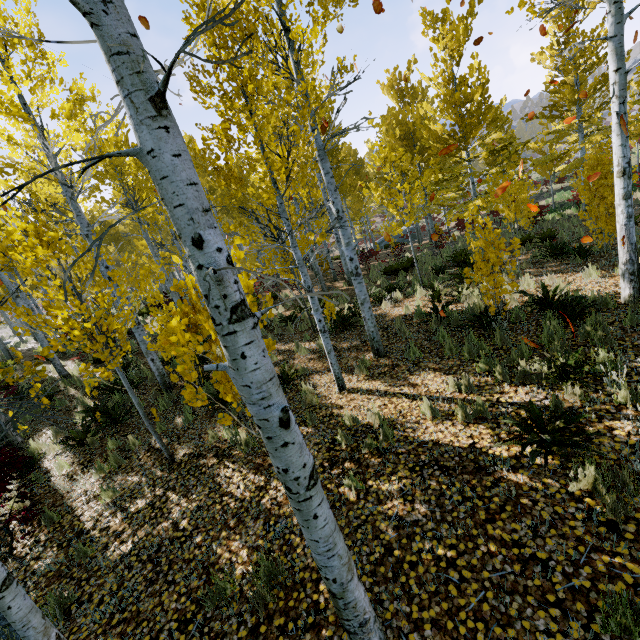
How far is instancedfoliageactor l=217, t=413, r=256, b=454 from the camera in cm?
323

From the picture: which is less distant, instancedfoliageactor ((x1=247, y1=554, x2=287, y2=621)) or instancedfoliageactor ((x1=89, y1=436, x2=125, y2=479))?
instancedfoliageactor ((x1=247, y1=554, x2=287, y2=621))

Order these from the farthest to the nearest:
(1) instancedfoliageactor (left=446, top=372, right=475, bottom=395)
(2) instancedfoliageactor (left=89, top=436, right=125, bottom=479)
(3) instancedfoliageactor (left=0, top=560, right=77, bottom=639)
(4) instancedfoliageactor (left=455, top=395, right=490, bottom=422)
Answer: (2) instancedfoliageactor (left=89, top=436, right=125, bottom=479) < (1) instancedfoliageactor (left=446, top=372, right=475, bottom=395) < (4) instancedfoliageactor (left=455, top=395, right=490, bottom=422) < (3) instancedfoliageactor (left=0, top=560, right=77, bottom=639)

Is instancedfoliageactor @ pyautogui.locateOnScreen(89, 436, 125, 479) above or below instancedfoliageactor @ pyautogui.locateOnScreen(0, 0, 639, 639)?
below

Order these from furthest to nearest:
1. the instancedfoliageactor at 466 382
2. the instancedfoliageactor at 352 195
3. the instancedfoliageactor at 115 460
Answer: the instancedfoliageactor at 115 460 < the instancedfoliageactor at 466 382 < the instancedfoliageactor at 352 195

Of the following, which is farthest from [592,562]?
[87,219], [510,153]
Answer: [87,219]

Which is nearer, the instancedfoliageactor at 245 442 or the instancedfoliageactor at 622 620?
the instancedfoliageactor at 622 620
